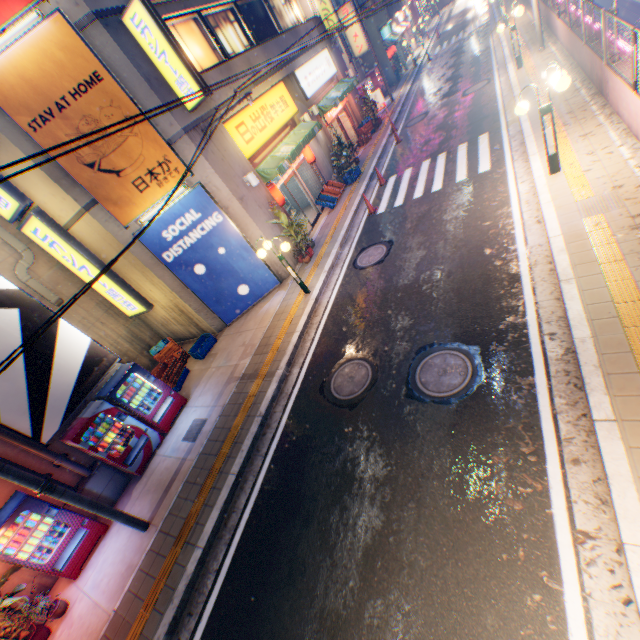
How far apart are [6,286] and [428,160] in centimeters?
1478cm

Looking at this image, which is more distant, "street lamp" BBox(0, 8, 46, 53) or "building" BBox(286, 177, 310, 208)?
"building" BBox(286, 177, 310, 208)

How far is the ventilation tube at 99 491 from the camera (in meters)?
8.20

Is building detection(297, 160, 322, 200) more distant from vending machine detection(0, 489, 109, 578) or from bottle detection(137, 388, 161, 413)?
vending machine detection(0, 489, 109, 578)

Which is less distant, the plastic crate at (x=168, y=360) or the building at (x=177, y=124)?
the building at (x=177, y=124)

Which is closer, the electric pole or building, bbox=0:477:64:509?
the electric pole

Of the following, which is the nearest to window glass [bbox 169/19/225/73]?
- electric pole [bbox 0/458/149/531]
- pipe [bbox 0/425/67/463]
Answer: electric pole [bbox 0/458/149/531]

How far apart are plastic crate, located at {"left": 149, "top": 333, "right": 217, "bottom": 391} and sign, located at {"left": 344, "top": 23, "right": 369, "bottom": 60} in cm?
2672
